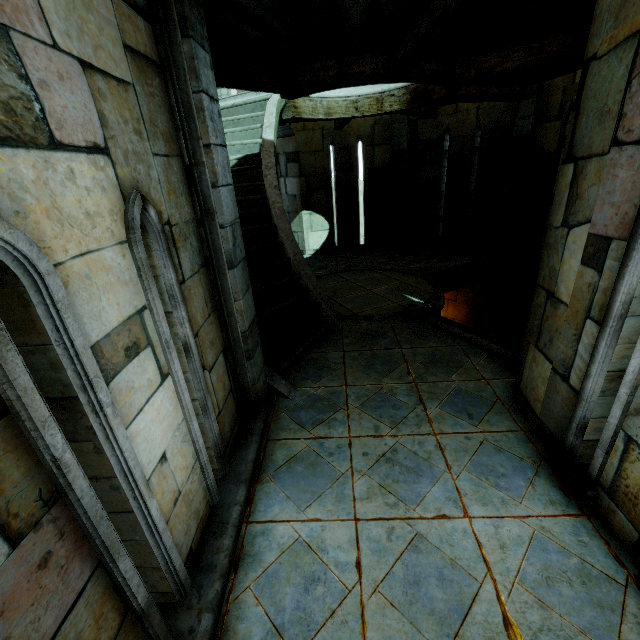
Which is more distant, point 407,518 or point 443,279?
point 443,279
